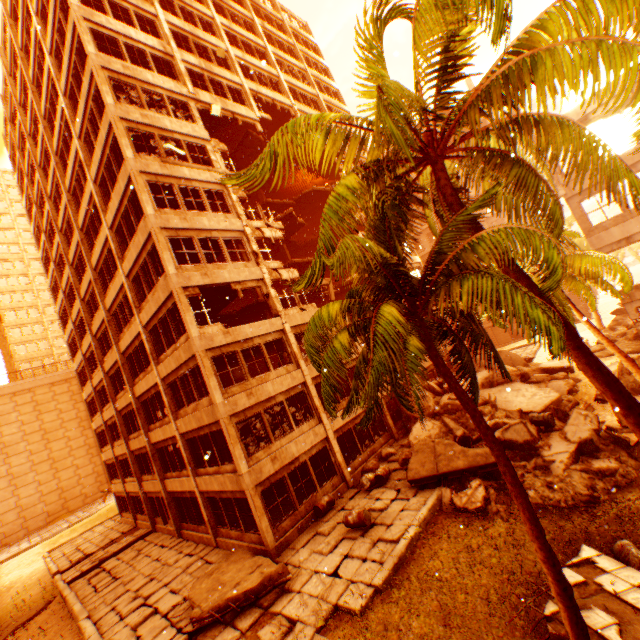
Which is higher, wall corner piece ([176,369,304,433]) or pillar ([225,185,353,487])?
pillar ([225,185,353,487])

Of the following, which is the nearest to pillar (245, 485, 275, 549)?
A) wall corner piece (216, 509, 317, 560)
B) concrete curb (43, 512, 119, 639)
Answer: wall corner piece (216, 509, 317, 560)

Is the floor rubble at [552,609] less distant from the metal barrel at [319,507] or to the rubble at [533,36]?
the rubble at [533,36]

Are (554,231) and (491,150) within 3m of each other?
yes

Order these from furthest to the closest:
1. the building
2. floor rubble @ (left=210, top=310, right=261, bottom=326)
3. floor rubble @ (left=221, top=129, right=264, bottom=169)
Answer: the building, floor rubble @ (left=221, top=129, right=264, bottom=169), floor rubble @ (left=210, top=310, right=261, bottom=326)

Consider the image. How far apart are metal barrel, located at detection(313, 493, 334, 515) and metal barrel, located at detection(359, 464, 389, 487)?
1.32m

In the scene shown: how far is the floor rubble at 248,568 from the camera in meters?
10.3 m

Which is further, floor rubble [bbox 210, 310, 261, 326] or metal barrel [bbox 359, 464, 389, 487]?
floor rubble [bbox 210, 310, 261, 326]
